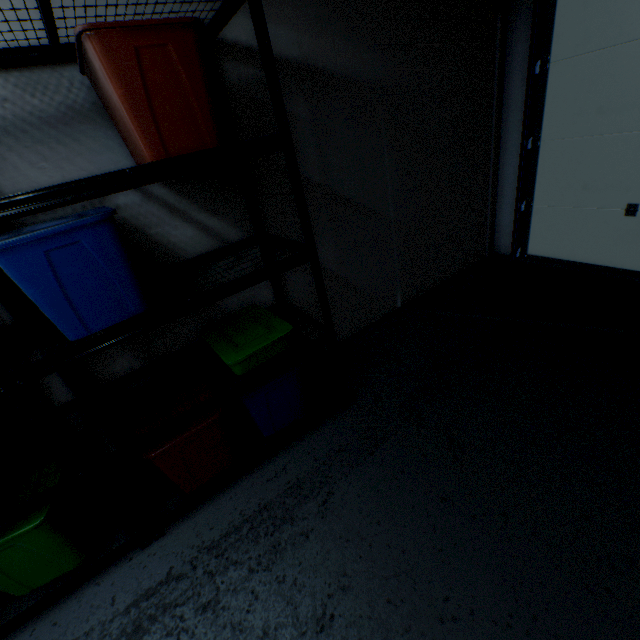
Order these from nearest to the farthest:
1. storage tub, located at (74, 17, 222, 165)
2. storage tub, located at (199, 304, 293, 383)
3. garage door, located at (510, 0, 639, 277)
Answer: storage tub, located at (74, 17, 222, 165) < storage tub, located at (199, 304, 293, 383) < garage door, located at (510, 0, 639, 277)

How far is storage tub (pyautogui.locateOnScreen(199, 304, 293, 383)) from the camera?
1.5m

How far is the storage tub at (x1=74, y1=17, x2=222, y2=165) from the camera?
1.0 meters

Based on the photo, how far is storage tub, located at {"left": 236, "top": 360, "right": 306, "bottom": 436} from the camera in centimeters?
162cm

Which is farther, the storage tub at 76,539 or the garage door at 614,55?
the garage door at 614,55

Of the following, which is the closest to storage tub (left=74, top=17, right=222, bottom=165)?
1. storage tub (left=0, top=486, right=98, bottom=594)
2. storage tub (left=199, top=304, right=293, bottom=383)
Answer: storage tub (left=199, top=304, right=293, bottom=383)

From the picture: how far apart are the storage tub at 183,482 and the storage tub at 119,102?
1.1m

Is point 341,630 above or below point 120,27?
below
